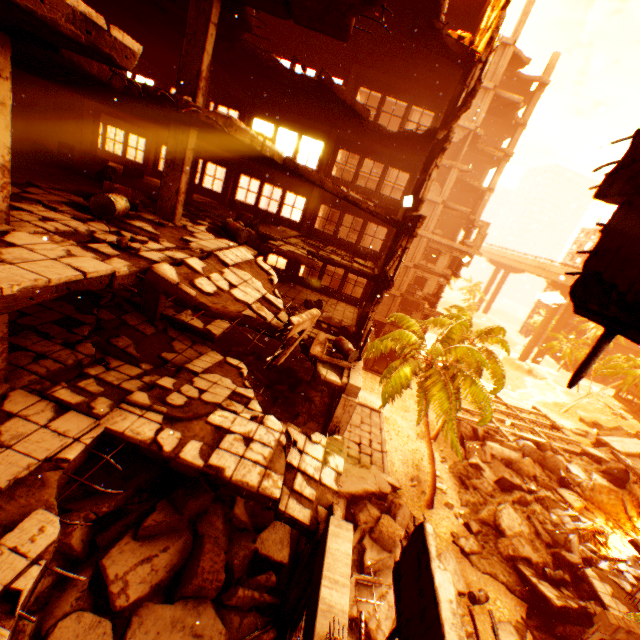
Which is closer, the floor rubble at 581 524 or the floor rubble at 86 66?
the floor rubble at 86 66

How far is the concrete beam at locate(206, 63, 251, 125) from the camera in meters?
13.4 m

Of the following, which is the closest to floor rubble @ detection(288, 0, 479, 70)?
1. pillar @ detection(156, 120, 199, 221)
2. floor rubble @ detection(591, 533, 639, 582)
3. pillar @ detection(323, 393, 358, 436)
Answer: pillar @ detection(156, 120, 199, 221)

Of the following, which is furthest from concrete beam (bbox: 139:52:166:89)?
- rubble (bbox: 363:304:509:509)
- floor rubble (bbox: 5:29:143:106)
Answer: rubble (bbox: 363:304:509:509)

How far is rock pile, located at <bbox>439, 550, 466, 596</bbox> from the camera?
15.1 meters

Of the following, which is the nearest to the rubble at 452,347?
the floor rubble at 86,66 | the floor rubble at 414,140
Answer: the floor rubble at 414,140

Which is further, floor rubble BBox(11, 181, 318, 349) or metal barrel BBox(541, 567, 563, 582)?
metal barrel BBox(541, 567, 563, 582)

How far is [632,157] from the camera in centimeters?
194cm
